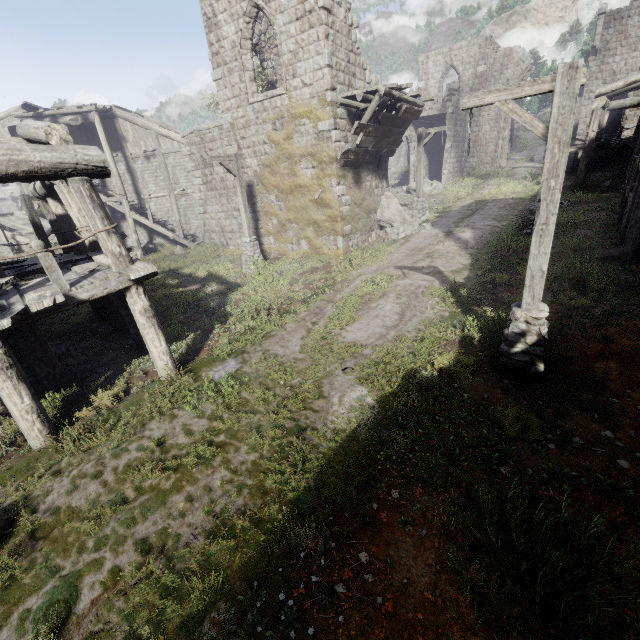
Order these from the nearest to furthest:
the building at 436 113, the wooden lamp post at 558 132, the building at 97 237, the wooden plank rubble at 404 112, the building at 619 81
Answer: the wooden lamp post at 558 132, the building at 97 237, the building at 619 81, the wooden plank rubble at 404 112, the building at 436 113

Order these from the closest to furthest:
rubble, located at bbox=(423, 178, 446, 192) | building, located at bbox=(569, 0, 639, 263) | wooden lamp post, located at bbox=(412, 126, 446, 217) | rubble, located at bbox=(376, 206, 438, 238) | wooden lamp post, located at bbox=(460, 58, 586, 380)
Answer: wooden lamp post, located at bbox=(460, 58, 586, 380), building, located at bbox=(569, 0, 639, 263), rubble, located at bbox=(376, 206, 438, 238), wooden lamp post, located at bbox=(412, 126, 446, 217), rubble, located at bbox=(423, 178, 446, 192)

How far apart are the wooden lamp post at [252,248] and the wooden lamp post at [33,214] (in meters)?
5.97

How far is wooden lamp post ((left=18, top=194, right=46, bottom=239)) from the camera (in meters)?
13.23

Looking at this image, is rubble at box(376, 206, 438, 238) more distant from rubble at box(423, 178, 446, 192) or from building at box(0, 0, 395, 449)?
rubble at box(423, 178, 446, 192)

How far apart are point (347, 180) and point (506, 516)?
13.6m

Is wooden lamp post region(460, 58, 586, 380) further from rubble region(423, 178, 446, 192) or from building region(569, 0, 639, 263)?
rubble region(423, 178, 446, 192)

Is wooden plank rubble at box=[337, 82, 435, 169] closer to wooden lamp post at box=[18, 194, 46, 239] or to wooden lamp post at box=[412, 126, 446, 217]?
wooden lamp post at box=[412, 126, 446, 217]
